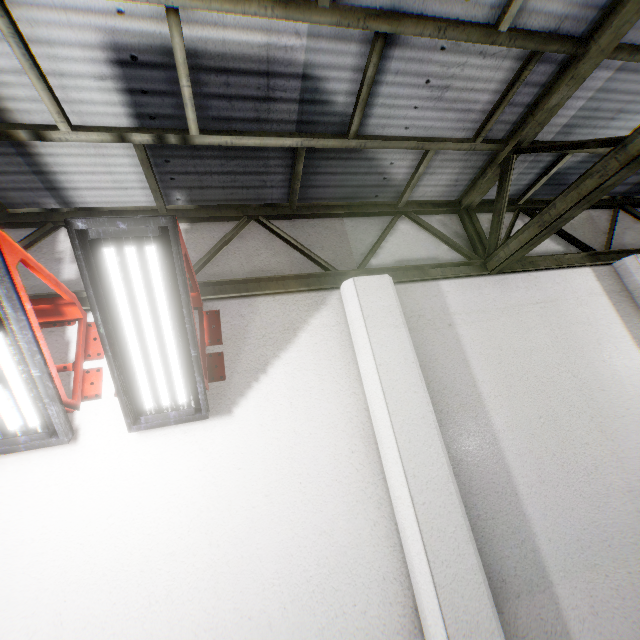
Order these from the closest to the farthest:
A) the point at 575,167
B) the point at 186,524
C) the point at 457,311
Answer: the point at 186,524
the point at 457,311
the point at 575,167

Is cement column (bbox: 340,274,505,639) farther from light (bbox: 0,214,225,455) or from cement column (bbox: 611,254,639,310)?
cement column (bbox: 611,254,639,310)

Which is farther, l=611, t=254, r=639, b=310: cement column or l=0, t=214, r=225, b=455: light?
l=611, t=254, r=639, b=310: cement column

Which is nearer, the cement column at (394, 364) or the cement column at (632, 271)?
the cement column at (394, 364)

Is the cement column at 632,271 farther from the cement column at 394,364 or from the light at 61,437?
the light at 61,437

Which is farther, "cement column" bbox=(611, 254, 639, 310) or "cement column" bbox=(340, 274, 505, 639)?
"cement column" bbox=(611, 254, 639, 310)
